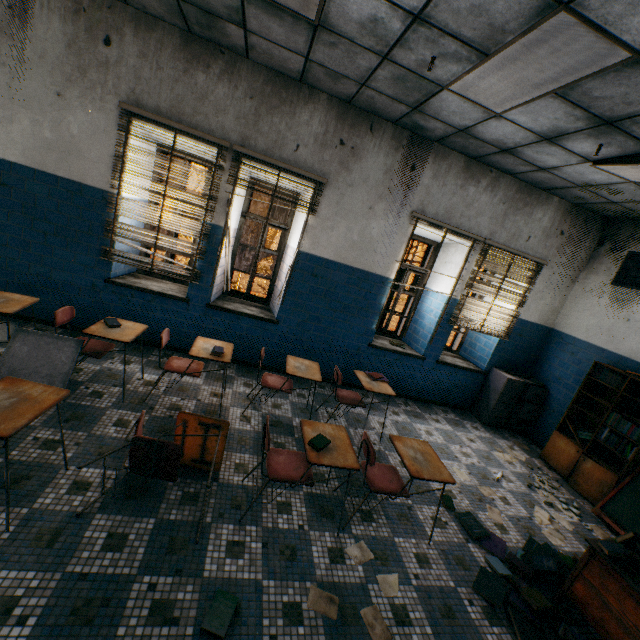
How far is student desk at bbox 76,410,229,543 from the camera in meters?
2.4

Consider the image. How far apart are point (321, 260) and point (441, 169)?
2.2m

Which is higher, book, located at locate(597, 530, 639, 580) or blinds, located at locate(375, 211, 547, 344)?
blinds, located at locate(375, 211, 547, 344)

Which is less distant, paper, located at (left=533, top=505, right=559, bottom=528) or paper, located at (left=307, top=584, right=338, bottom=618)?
Answer: paper, located at (left=307, top=584, right=338, bottom=618)

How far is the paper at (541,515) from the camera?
3.7m

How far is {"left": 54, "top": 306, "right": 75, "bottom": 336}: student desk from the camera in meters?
3.2

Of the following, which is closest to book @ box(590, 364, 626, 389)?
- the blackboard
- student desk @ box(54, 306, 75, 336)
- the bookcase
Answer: the bookcase

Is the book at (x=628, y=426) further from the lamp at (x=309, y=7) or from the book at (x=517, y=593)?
→ the lamp at (x=309, y=7)
